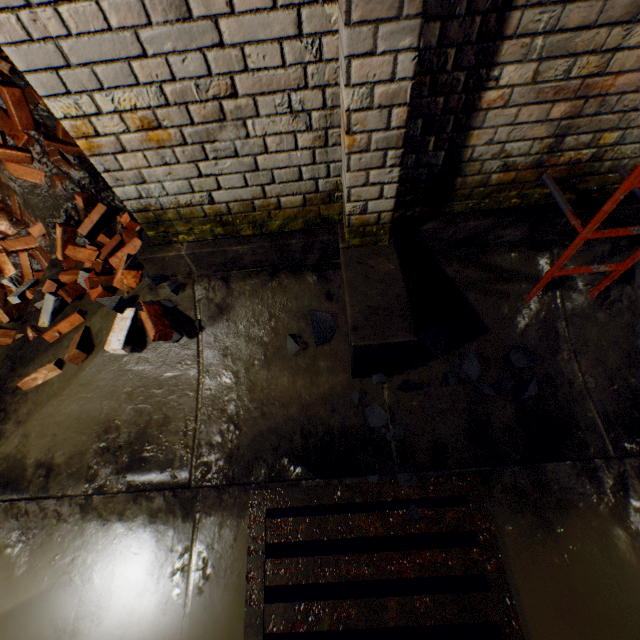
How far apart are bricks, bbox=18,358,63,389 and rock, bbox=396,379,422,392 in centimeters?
193cm

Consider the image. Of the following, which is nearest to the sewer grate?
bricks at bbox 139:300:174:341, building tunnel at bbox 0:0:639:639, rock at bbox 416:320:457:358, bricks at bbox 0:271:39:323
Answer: building tunnel at bbox 0:0:639:639

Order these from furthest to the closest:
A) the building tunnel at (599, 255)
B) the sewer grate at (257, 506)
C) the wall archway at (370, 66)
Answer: the building tunnel at (599, 255), the sewer grate at (257, 506), the wall archway at (370, 66)

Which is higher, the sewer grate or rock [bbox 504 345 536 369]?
rock [bbox 504 345 536 369]

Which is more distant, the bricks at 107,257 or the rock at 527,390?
the bricks at 107,257

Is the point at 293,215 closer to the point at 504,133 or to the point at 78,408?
the point at 504,133

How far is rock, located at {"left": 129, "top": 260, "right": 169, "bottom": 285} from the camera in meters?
2.3 m

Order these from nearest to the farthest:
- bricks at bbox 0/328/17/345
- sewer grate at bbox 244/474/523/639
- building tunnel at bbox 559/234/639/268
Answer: sewer grate at bbox 244/474/523/639 < building tunnel at bbox 559/234/639/268 < bricks at bbox 0/328/17/345
